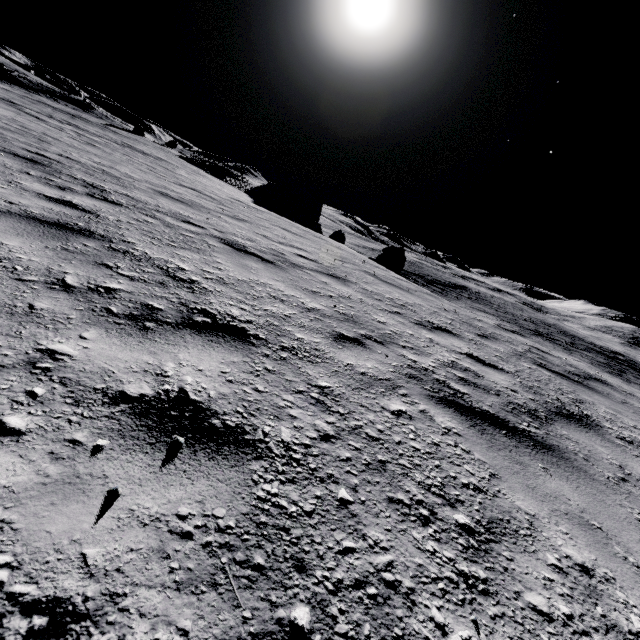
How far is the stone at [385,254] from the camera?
21.39m

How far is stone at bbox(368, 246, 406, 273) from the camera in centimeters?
2139cm

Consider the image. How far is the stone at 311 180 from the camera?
33.8 meters

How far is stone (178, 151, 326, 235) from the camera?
33.8m

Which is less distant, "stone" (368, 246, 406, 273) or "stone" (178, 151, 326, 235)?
"stone" (368, 246, 406, 273)

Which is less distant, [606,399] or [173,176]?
[606,399]
